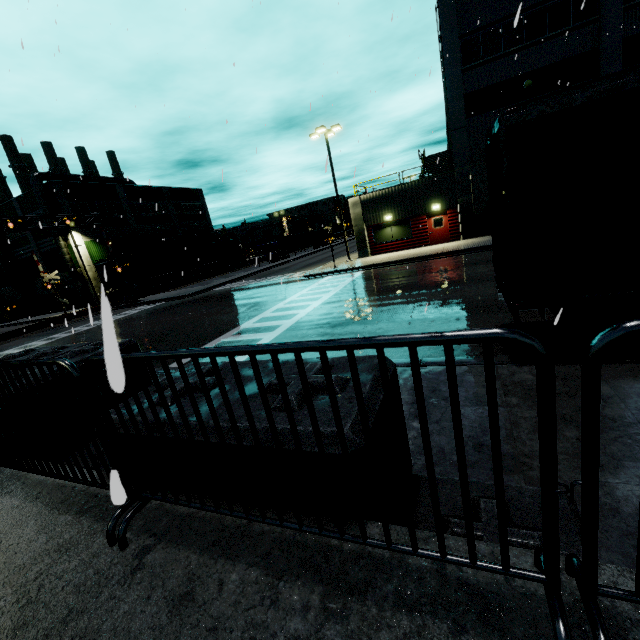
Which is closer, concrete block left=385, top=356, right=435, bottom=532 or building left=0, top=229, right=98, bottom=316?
concrete block left=385, top=356, right=435, bottom=532

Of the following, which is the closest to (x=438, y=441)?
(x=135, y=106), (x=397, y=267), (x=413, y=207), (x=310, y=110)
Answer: (x=310, y=110)

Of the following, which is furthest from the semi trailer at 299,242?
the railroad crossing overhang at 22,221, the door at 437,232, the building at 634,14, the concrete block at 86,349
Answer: the concrete block at 86,349

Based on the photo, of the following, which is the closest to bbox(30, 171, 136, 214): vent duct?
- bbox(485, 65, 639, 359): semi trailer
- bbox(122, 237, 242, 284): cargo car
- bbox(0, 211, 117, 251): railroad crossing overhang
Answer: bbox(485, 65, 639, 359): semi trailer

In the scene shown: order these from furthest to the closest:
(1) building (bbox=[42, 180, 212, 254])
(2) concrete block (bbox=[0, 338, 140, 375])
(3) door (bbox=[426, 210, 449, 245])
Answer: (1) building (bbox=[42, 180, 212, 254])
(3) door (bbox=[426, 210, 449, 245])
(2) concrete block (bbox=[0, 338, 140, 375])

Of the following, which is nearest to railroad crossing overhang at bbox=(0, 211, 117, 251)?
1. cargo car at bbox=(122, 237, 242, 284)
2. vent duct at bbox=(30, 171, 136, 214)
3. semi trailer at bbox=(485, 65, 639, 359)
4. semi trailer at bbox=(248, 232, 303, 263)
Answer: cargo car at bbox=(122, 237, 242, 284)

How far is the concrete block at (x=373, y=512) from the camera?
1.47m

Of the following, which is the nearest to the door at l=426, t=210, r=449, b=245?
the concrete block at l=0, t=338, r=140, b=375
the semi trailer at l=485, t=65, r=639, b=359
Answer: the semi trailer at l=485, t=65, r=639, b=359
